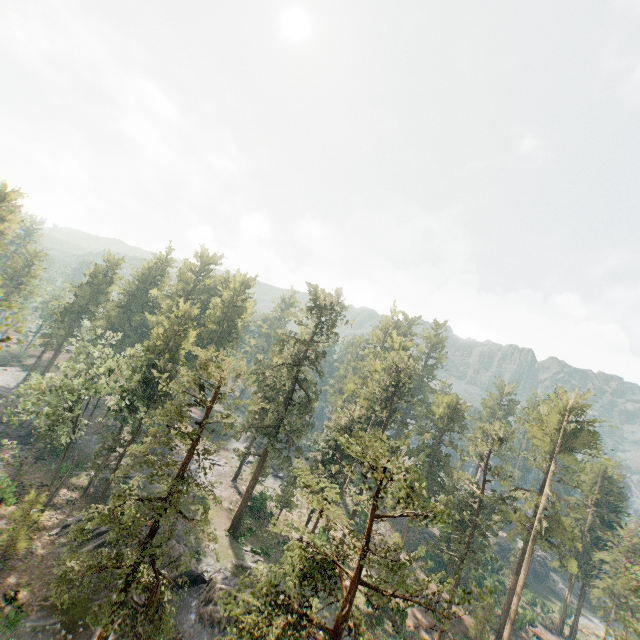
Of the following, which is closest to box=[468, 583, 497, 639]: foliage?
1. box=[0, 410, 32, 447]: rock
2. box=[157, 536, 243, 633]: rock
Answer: box=[157, 536, 243, 633]: rock

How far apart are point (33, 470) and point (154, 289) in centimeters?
3166cm

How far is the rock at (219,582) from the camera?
27.0m

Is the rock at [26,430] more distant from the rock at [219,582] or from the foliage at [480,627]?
the rock at [219,582]

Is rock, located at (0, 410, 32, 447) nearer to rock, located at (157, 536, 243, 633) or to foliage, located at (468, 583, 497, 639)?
foliage, located at (468, 583, 497, 639)

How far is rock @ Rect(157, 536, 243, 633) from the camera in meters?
27.0

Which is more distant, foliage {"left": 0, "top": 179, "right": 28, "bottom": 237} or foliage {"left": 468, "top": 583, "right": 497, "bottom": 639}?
foliage {"left": 0, "top": 179, "right": 28, "bottom": 237}
